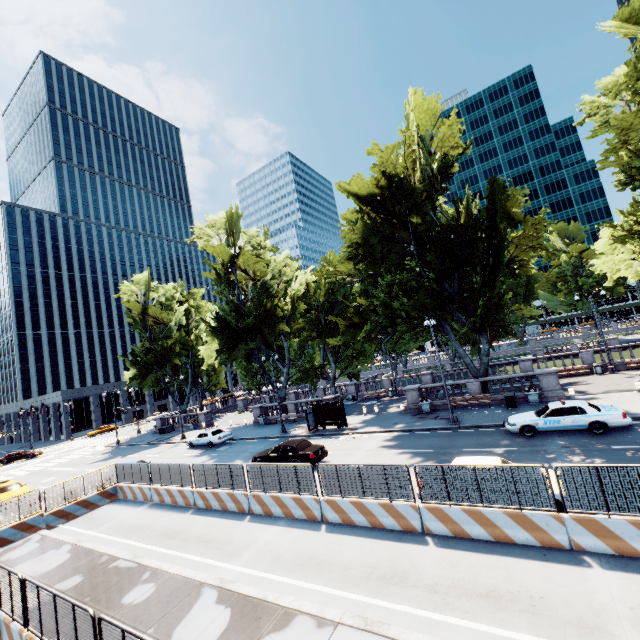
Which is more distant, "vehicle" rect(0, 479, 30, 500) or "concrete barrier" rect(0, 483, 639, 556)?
"vehicle" rect(0, 479, 30, 500)

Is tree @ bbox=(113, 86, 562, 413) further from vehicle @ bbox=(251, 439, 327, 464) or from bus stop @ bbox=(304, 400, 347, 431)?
vehicle @ bbox=(251, 439, 327, 464)

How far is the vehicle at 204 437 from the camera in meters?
30.2

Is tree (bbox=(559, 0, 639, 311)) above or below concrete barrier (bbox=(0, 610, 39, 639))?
above

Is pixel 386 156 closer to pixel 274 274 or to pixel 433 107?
pixel 433 107

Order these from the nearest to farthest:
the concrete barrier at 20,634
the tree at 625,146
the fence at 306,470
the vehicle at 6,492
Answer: the concrete barrier at 20,634 < the fence at 306,470 < the tree at 625,146 < the vehicle at 6,492

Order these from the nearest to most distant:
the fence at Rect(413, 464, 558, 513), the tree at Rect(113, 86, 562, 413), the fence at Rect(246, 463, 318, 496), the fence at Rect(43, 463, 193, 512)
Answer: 1. the fence at Rect(413, 464, 558, 513)
2. the fence at Rect(246, 463, 318, 496)
3. the fence at Rect(43, 463, 193, 512)
4. the tree at Rect(113, 86, 562, 413)

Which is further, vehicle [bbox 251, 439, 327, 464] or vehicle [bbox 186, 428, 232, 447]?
vehicle [bbox 186, 428, 232, 447]
